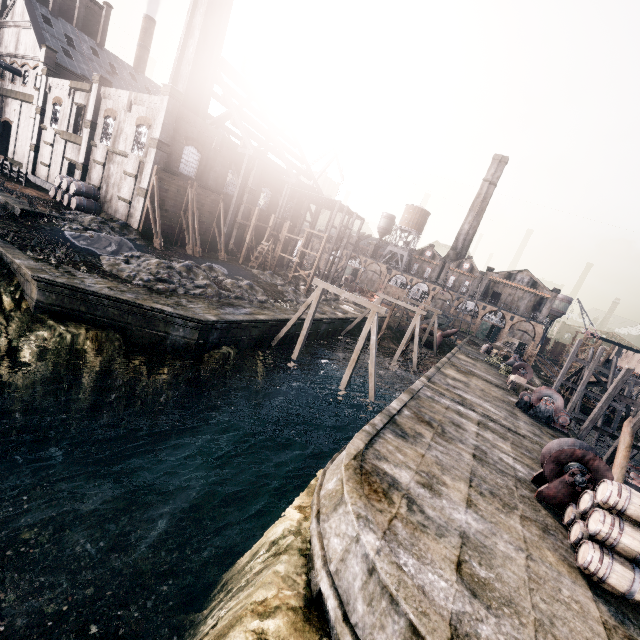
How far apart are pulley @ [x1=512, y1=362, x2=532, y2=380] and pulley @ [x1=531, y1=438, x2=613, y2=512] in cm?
2431

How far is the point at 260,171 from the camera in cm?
3984

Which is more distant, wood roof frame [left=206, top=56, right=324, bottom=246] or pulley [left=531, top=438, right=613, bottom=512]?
wood roof frame [left=206, top=56, right=324, bottom=246]

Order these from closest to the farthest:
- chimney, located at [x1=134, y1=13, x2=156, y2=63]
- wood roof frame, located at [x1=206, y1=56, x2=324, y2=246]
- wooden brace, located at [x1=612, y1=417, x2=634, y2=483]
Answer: wooden brace, located at [x1=612, y1=417, x2=634, y2=483] < wood roof frame, located at [x1=206, y1=56, x2=324, y2=246] < chimney, located at [x1=134, y1=13, x2=156, y2=63]

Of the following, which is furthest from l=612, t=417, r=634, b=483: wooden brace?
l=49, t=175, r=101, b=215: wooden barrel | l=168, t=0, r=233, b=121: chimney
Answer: l=49, t=175, r=101, b=215: wooden barrel

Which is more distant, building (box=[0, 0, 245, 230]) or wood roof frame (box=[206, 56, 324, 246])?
wood roof frame (box=[206, 56, 324, 246])

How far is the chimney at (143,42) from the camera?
58.53m

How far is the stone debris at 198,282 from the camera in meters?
21.8 m
